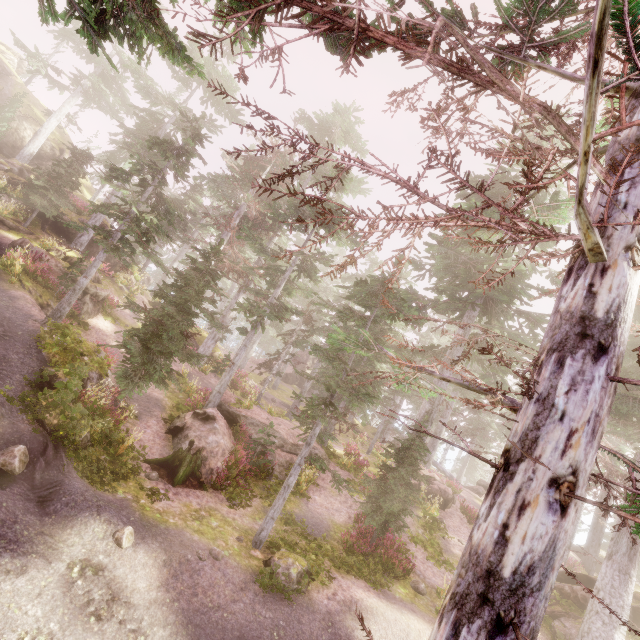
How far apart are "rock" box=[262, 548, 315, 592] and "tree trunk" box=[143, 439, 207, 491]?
3.5m

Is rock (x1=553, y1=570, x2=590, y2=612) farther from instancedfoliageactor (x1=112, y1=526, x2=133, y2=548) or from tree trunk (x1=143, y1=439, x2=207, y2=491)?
tree trunk (x1=143, y1=439, x2=207, y2=491)

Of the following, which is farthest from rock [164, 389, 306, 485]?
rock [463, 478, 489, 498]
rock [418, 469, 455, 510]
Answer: rock [463, 478, 489, 498]

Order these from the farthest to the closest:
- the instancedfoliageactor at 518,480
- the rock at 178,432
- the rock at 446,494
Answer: the rock at 446,494 → the rock at 178,432 → the instancedfoliageactor at 518,480

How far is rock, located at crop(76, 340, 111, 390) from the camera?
11.1 meters

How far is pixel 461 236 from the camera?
21.2m

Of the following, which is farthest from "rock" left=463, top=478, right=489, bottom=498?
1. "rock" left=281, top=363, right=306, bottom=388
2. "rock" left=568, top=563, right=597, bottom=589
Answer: "rock" left=281, top=363, right=306, bottom=388

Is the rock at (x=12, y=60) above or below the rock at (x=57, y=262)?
above
